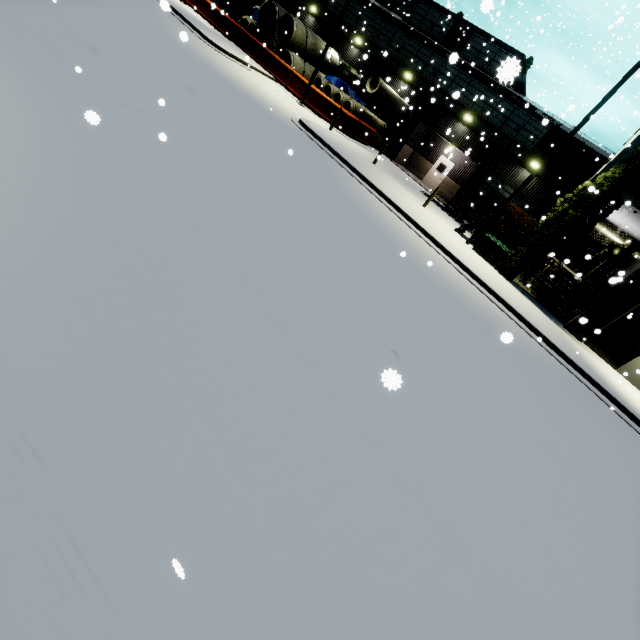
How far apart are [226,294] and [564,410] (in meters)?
8.71

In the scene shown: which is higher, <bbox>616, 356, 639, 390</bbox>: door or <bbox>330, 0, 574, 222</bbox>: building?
<bbox>330, 0, 574, 222</bbox>: building

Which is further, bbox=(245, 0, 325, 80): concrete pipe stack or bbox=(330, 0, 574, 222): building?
bbox=(245, 0, 325, 80): concrete pipe stack

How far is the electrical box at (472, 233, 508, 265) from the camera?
15.6 meters

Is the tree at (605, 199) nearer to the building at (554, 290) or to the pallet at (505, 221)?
the building at (554, 290)

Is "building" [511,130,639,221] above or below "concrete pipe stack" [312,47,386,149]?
above

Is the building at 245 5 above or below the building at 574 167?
below

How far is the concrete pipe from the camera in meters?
21.8 m
